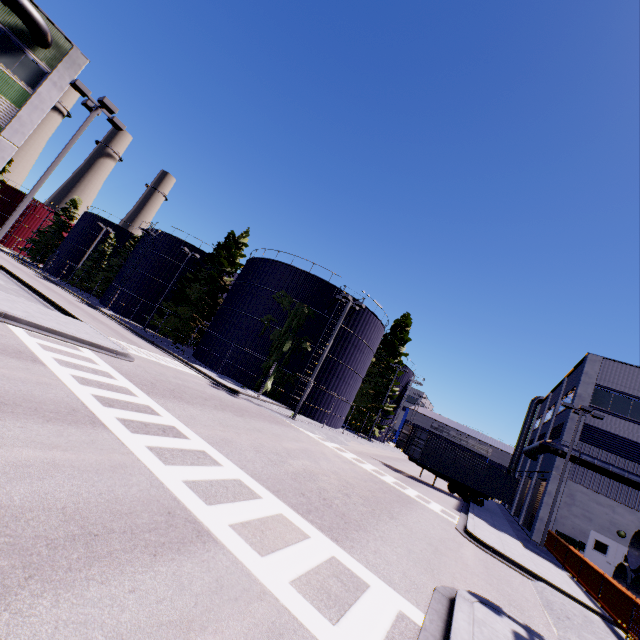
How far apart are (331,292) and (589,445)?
Answer: 23.62m

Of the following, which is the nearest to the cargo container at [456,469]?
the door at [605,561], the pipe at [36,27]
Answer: the door at [605,561]

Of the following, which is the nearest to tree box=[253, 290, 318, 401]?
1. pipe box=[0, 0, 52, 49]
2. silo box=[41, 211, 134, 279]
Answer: silo box=[41, 211, 134, 279]

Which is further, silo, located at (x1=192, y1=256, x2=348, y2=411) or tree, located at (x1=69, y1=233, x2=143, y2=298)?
tree, located at (x1=69, y1=233, x2=143, y2=298)

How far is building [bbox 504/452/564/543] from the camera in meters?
23.4 m

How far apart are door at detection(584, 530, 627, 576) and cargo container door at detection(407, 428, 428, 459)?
11.93m

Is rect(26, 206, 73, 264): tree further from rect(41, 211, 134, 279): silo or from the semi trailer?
the semi trailer

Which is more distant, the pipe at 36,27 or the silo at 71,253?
the silo at 71,253
